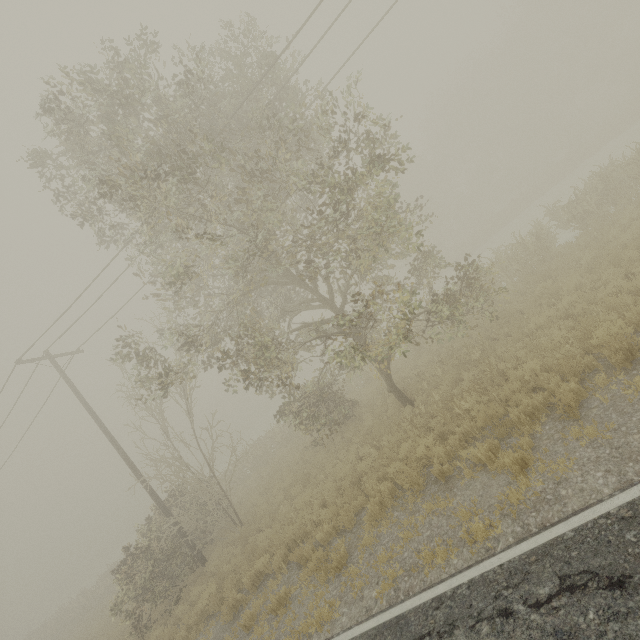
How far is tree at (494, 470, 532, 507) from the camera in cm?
532

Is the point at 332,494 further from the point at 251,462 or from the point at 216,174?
the point at 251,462

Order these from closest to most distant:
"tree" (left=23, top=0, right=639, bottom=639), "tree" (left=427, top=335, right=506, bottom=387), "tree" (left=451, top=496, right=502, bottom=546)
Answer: "tree" (left=451, top=496, right=502, bottom=546)
"tree" (left=23, top=0, right=639, bottom=639)
"tree" (left=427, top=335, right=506, bottom=387)

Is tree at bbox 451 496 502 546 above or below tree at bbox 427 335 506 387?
below

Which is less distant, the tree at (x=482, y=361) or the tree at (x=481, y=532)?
Answer: the tree at (x=481, y=532)

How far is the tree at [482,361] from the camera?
8.9m
